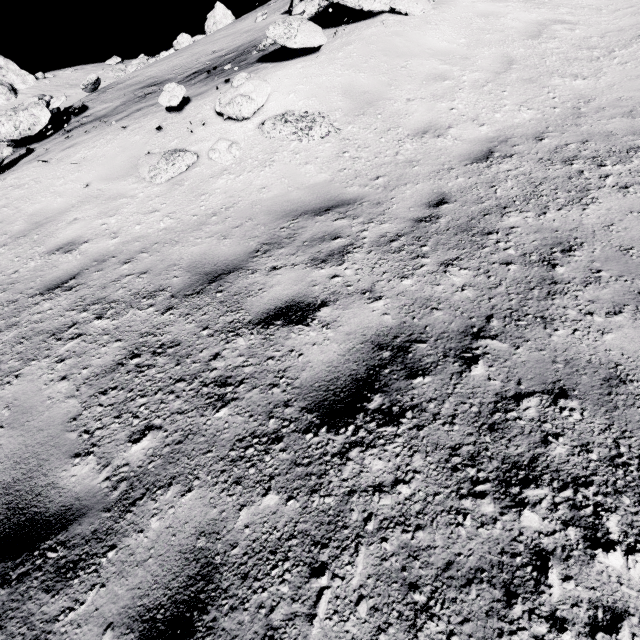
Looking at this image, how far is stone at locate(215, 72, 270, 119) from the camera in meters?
5.4

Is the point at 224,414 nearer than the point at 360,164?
Yes

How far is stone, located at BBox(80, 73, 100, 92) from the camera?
11.58m

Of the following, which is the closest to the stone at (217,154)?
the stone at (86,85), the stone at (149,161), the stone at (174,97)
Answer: the stone at (149,161)

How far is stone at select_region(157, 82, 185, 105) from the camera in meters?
6.0

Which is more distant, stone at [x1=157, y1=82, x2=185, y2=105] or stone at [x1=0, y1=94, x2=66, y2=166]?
stone at [x1=0, y1=94, x2=66, y2=166]

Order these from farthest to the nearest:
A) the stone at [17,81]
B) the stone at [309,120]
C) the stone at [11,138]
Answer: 1. the stone at [17,81]
2. the stone at [11,138]
3. the stone at [309,120]

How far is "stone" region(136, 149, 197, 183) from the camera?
5.3m
